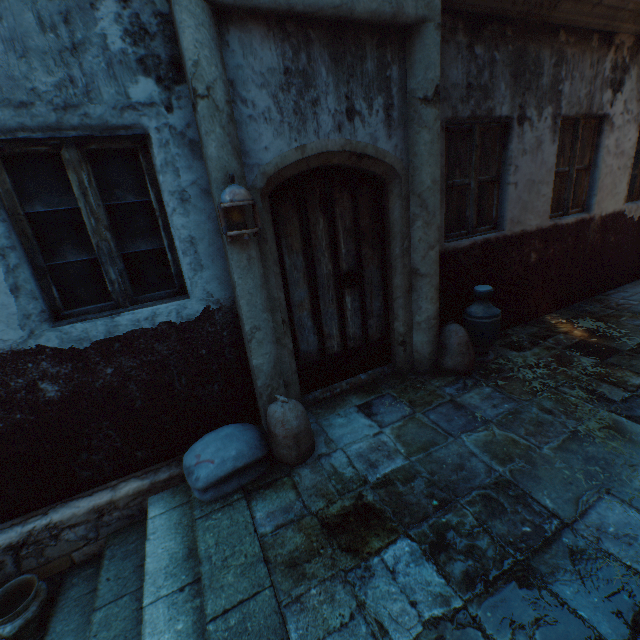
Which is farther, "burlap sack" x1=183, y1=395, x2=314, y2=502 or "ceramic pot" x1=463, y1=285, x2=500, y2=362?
"ceramic pot" x1=463, y1=285, x2=500, y2=362

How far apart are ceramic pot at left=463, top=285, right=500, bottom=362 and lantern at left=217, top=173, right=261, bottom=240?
2.71m

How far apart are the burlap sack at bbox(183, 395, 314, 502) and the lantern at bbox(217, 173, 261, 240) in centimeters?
138cm

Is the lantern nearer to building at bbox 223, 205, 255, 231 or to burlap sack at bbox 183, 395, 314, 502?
building at bbox 223, 205, 255, 231

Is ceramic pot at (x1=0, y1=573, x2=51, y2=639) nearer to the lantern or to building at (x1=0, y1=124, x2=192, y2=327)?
building at (x1=0, y1=124, x2=192, y2=327)

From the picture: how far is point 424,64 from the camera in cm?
294

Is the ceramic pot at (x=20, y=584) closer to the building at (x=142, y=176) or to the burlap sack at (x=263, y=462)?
the building at (x=142, y=176)

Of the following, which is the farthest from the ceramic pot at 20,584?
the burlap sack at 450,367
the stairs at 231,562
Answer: the burlap sack at 450,367
